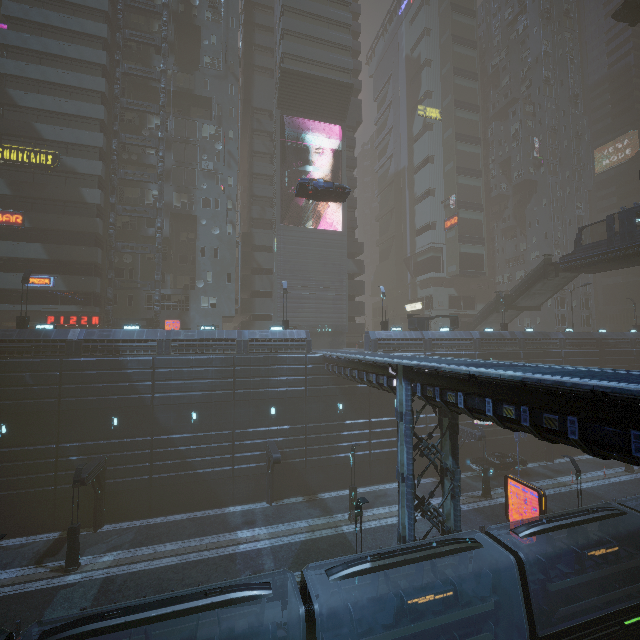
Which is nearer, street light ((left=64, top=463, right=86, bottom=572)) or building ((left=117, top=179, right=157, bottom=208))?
street light ((left=64, top=463, right=86, bottom=572))

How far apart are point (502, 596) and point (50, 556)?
25.05m

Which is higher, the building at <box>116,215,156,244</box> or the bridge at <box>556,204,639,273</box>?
the building at <box>116,215,156,244</box>

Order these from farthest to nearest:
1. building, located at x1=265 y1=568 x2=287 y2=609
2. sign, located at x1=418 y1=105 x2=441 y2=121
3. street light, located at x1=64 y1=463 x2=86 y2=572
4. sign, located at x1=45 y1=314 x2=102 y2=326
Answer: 1. sign, located at x1=418 y1=105 x2=441 y2=121
2. sign, located at x1=45 y1=314 x2=102 y2=326
3. street light, located at x1=64 y1=463 x2=86 y2=572
4. building, located at x1=265 y1=568 x2=287 y2=609

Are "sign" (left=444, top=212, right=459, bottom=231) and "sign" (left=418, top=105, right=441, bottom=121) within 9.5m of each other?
no

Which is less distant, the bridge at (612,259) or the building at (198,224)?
the bridge at (612,259)

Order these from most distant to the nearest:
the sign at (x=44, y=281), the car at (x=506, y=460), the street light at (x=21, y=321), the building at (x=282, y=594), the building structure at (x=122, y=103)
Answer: the building structure at (x=122, y=103) → the sign at (x=44, y=281) → the car at (x=506, y=460) → the street light at (x=21, y=321) → the building at (x=282, y=594)

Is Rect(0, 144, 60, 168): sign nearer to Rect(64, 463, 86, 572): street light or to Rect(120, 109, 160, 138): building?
Rect(120, 109, 160, 138): building
